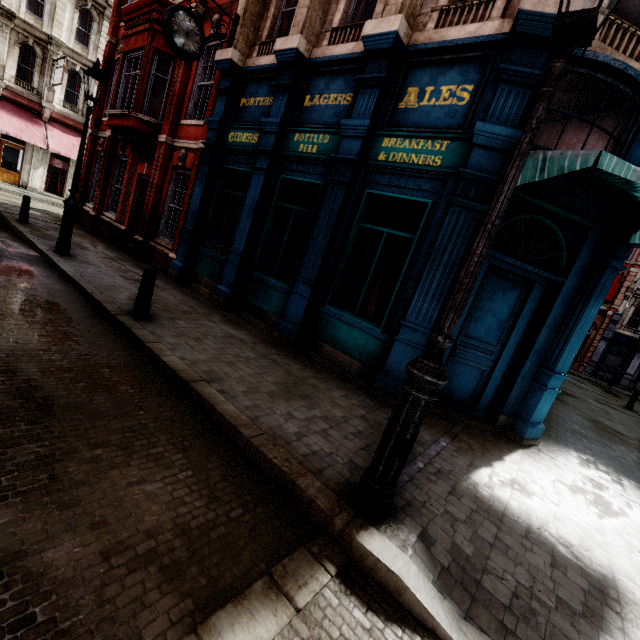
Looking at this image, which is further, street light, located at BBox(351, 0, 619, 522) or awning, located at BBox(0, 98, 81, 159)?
awning, located at BBox(0, 98, 81, 159)

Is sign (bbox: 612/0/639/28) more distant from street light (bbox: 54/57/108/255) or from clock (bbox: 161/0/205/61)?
street light (bbox: 54/57/108/255)

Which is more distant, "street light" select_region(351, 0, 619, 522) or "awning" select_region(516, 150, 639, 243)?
"awning" select_region(516, 150, 639, 243)

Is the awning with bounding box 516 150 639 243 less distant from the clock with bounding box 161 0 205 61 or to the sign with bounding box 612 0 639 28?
the sign with bounding box 612 0 639 28

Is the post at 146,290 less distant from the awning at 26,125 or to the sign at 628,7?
the sign at 628,7

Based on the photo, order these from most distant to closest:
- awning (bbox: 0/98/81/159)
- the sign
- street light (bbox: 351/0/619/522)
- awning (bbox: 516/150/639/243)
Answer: awning (bbox: 0/98/81/159), the sign, awning (bbox: 516/150/639/243), street light (bbox: 351/0/619/522)

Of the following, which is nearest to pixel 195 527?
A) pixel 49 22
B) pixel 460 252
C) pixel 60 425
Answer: → pixel 60 425

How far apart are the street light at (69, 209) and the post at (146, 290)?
4.7 meters
